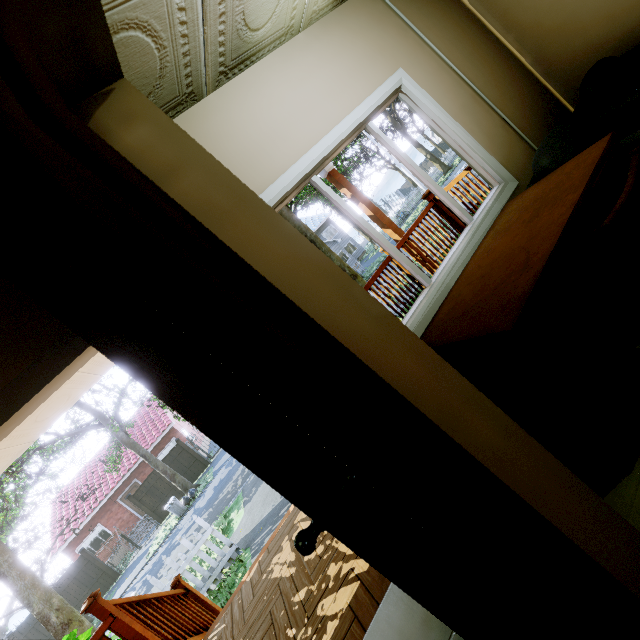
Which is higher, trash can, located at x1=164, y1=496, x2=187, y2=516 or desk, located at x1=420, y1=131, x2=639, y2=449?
desk, located at x1=420, y1=131, x2=639, y2=449

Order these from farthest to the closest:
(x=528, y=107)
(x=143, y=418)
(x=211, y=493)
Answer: (x=143, y=418) → (x=211, y=493) → (x=528, y=107)

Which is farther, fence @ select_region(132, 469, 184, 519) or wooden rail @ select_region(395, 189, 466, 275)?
fence @ select_region(132, 469, 184, 519)

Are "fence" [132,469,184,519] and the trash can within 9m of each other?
yes

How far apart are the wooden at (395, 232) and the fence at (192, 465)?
19.40m

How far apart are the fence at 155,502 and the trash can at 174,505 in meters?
3.4 m

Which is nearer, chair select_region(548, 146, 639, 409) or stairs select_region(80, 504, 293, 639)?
chair select_region(548, 146, 639, 409)

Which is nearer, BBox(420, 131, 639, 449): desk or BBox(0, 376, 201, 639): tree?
BBox(420, 131, 639, 449): desk
